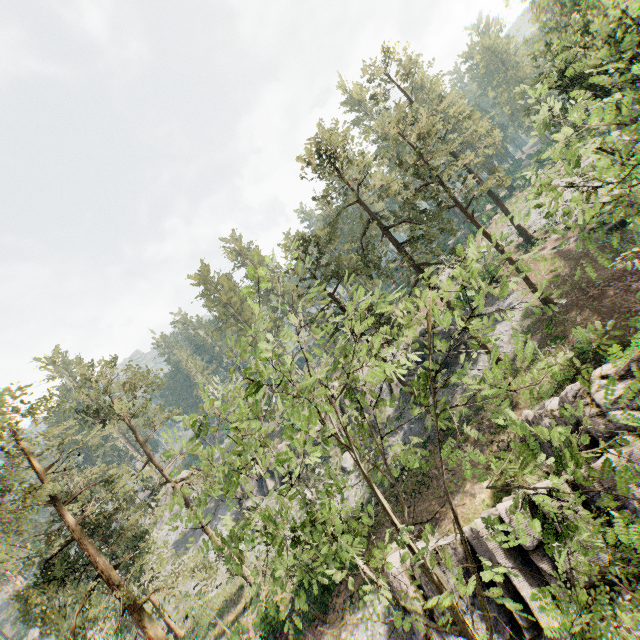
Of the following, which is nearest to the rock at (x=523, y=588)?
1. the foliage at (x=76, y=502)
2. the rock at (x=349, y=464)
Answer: the foliage at (x=76, y=502)

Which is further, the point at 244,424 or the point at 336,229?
the point at 336,229

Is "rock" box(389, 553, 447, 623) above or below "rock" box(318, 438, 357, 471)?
below

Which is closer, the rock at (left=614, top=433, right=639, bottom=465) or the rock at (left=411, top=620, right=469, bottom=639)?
the rock at (left=614, top=433, right=639, bottom=465)

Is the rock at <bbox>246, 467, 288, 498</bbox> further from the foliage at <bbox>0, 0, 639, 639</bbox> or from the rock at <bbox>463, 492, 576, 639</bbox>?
the rock at <bbox>463, 492, 576, 639</bbox>

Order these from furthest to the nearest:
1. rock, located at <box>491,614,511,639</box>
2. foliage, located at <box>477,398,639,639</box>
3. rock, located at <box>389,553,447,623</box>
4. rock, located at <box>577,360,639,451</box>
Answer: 1. rock, located at <box>389,553,447,623</box>
2. rock, located at <box>577,360,639,451</box>
3. rock, located at <box>491,614,511,639</box>
4. foliage, located at <box>477,398,639,639</box>
